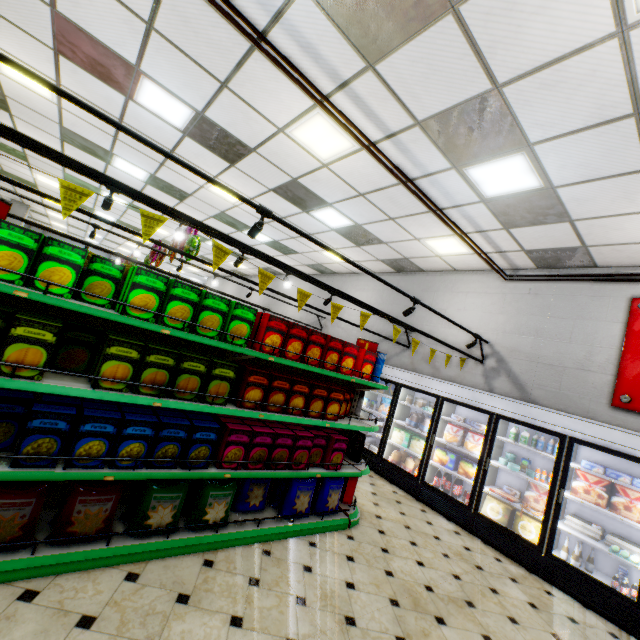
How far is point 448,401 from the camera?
6.14m

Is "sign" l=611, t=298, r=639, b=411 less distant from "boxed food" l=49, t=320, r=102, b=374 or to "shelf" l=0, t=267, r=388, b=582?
"shelf" l=0, t=267, r=388, b=582

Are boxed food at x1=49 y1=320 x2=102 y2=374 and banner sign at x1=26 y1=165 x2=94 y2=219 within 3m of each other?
yes

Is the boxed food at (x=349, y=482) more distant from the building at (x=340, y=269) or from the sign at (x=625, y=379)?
the sign at (x=625, y=379)

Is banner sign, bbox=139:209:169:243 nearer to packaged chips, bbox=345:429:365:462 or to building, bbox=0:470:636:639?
building, bbox=0:470:636:639

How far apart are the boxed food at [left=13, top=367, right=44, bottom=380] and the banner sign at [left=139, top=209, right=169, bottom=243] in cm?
78

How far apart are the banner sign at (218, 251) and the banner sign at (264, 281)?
0.3m

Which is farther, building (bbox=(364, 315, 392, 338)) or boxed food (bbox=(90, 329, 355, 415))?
building (bbox=(364, 315, 392, 338))
